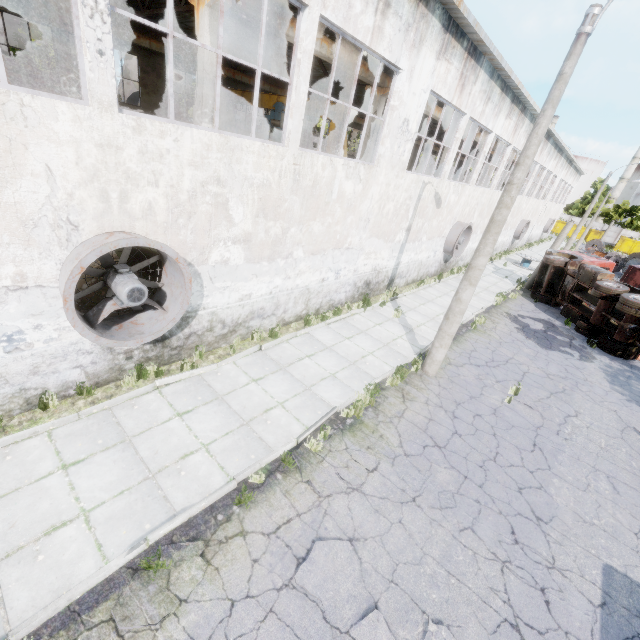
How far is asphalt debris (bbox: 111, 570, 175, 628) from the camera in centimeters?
393cm

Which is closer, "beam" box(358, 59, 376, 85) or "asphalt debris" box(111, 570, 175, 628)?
Answer: "asphalt debris" box(111, 570, 175, 628)

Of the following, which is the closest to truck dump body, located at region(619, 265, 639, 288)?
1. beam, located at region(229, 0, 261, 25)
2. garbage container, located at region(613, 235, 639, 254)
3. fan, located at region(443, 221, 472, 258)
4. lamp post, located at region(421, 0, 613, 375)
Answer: fan, located at region(443, 221, 472, 258)

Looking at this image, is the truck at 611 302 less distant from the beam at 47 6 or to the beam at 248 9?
the beam at 248 9

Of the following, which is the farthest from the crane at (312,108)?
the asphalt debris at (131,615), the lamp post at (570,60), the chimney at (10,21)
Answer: the chimney at (10,21)

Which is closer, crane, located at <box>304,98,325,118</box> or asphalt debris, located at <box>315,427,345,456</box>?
asphalt debris, located at <box>315,427,345,456</box>

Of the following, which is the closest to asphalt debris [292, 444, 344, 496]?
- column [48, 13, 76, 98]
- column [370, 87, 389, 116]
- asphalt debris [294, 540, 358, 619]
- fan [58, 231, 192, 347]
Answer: asphalt debris [294, 540, 358, 619]

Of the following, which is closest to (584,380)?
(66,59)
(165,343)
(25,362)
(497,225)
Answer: (497,225)
